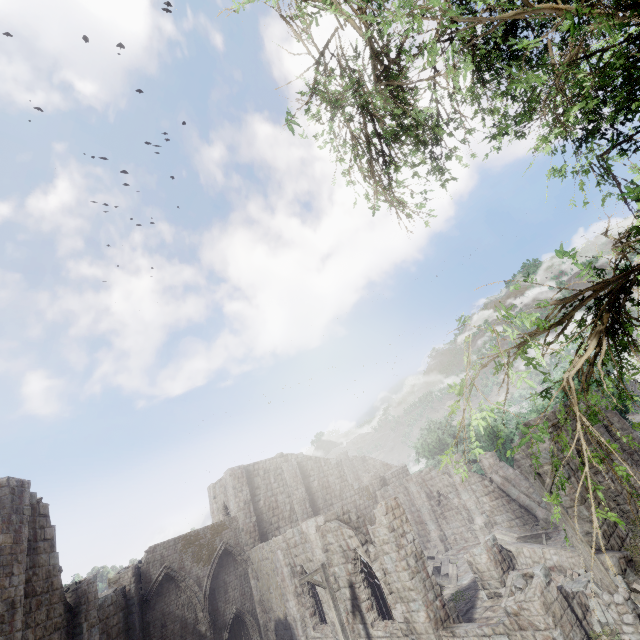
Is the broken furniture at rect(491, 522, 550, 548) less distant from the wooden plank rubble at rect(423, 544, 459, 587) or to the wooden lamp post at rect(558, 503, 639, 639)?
the wooden plank rubble at rect(423, 544, 459, 587)

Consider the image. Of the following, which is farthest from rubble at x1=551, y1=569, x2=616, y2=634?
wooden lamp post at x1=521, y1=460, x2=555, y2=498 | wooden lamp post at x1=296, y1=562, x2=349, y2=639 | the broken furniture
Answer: wooden lamp post at x1=296, y1=562, x2=349, y2=639

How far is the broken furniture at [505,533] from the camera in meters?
18.8

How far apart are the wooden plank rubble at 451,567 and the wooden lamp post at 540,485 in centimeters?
1163cm

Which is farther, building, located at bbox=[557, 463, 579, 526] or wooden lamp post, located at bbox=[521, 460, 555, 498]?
building, located at bbox=[557, 463, 579, 526]

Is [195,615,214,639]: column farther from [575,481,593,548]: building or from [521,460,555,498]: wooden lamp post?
[521,460,555,498]: wooden lamp post

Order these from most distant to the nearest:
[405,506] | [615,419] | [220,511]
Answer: [405,506]
[220,511]
[615,419]

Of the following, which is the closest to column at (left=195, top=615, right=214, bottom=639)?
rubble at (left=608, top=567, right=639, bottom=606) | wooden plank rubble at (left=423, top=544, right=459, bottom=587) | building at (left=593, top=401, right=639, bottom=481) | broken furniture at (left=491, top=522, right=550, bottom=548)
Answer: building at (left=593, top=401, right=639, bottom=481)
